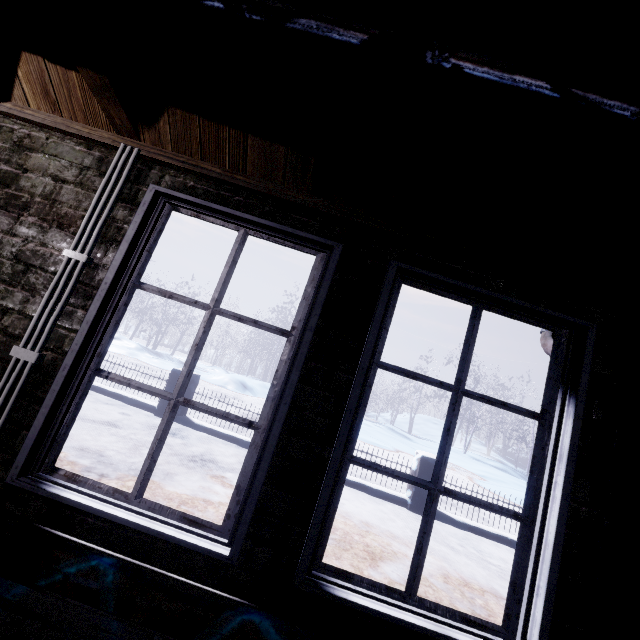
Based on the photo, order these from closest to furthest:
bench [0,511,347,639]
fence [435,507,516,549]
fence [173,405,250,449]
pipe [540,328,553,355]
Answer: bench [0,511,347,639] → pipe [540,328,553,355] → fence [435,507,516,549] → fence [173,405,250,449]

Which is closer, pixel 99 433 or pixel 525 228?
pixel 525 228

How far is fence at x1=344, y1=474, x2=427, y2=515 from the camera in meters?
5.3 m

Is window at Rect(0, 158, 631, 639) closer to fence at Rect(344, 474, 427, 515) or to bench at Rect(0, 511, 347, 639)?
bench at Rect(0, 511, 347, 639)

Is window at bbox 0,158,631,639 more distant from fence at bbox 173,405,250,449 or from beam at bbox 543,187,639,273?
fence at bbox 173,405,250,449

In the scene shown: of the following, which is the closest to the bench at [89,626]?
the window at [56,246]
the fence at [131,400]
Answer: the window at [56,246]

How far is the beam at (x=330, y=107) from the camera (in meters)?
0.90

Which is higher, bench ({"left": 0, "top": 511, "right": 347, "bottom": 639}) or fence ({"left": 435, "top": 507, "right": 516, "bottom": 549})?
bench ({"left": 0, "top": 511, "right": 347, "bottom": 639})
